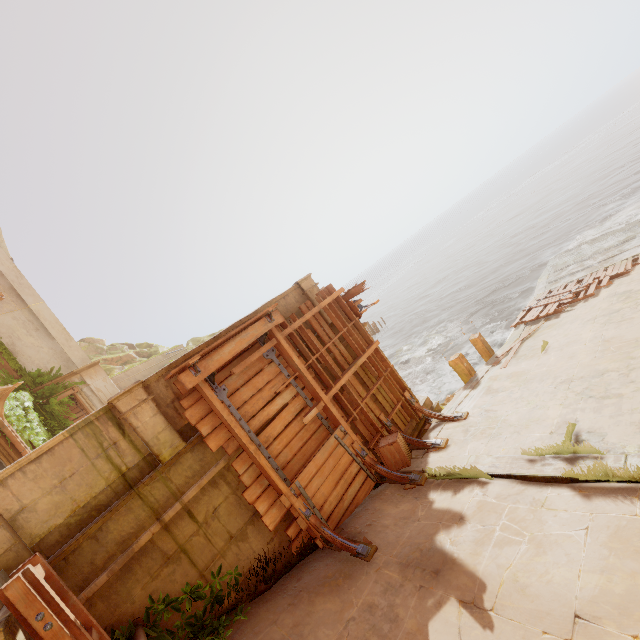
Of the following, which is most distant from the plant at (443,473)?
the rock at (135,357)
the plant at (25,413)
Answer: the rock at (135,357)

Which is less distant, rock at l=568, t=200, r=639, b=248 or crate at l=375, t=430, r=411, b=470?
crate at l=375, t=430, r=411, b=470

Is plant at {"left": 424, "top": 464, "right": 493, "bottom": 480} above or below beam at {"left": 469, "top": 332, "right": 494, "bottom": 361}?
above

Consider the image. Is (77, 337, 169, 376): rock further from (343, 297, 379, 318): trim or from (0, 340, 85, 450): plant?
(343, 297, 379, 318): trim

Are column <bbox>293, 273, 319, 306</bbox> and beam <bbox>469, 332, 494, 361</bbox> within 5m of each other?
no

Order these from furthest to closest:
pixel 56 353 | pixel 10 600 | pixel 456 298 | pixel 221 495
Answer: pixel 456 298
pixel 56 353
pixel 221 495
pixel 10 600

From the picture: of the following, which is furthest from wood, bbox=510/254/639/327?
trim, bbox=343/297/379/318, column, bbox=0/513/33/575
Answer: column, bbox=0/513/33/575

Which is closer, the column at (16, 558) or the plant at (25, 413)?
the column at (16, 558)
